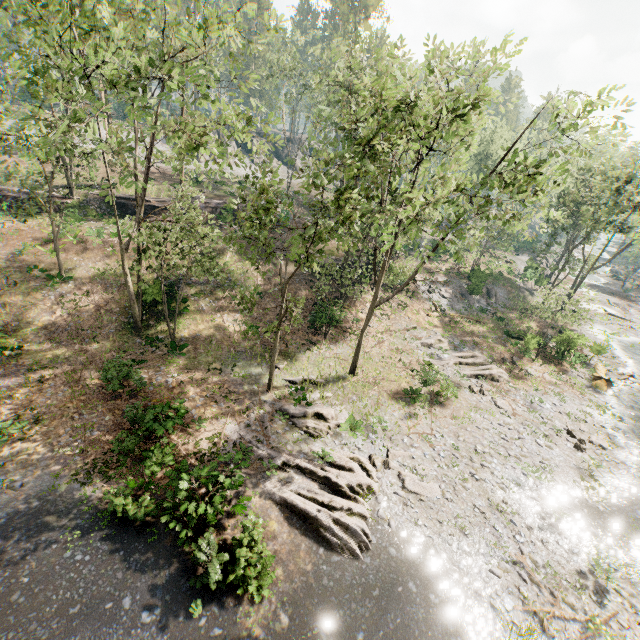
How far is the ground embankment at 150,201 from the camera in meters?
31.9 m

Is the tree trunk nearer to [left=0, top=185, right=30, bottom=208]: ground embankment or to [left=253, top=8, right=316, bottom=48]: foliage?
[left=253, top=8, right=316, bottom=48]: foliage

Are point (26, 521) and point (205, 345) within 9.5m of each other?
no

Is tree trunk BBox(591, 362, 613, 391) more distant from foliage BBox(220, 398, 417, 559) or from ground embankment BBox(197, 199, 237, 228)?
ground embankment BBox(197, 199, 237, 228)

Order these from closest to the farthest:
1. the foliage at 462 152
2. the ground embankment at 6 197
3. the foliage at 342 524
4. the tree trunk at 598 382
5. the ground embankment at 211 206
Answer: the foliage at 462 152 < the foliage at 342 524 < the tree trunk at 598 382 < the ground embankment at 6 197 < the ground embankment at 211 206

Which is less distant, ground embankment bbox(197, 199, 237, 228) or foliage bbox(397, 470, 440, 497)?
foliage bbox(397, 470, 440, 497)

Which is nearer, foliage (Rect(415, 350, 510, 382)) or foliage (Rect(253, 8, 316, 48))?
foliage (Rect(253, 8, 316, 48))

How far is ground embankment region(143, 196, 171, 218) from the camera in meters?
31.9
